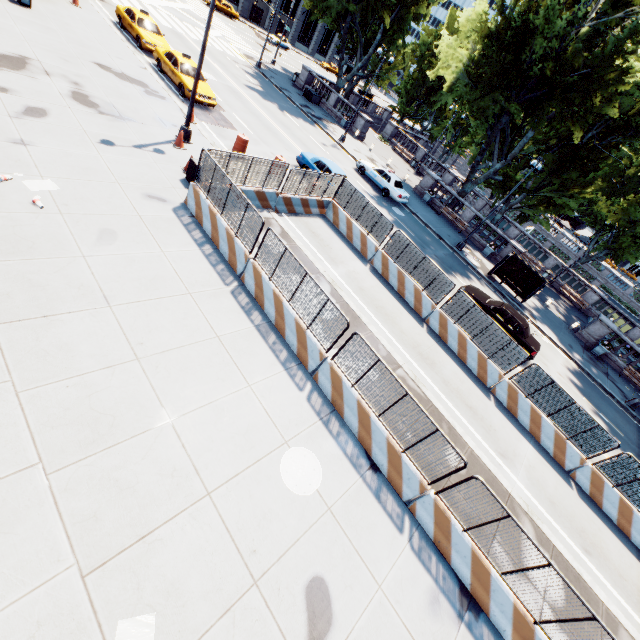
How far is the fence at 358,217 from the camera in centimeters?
1468cm

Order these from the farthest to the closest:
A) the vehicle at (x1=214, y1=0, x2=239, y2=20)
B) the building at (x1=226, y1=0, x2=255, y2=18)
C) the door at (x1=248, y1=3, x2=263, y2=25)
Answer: the door at (x1=248, y1=3, x2=263, y2=25)
the building at (x1=226, y1=0, x2=255, y2=18)
the vehicle at (x1=214, y1=0, x2=239, y2=20)

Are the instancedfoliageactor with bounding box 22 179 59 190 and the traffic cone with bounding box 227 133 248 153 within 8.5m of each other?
no

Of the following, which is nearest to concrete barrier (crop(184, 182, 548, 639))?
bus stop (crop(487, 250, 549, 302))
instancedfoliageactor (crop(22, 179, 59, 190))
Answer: instancedfoliageactor (crop(22, 179, 59, 190))

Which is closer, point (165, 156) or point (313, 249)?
point (165, 156)

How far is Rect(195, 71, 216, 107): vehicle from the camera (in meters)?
18.52

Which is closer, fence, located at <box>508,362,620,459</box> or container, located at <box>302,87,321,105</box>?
fence, located at <box>508,362,620,459</box>

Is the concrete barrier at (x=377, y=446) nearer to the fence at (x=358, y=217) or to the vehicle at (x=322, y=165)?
the fence at (x=358, y=217)
